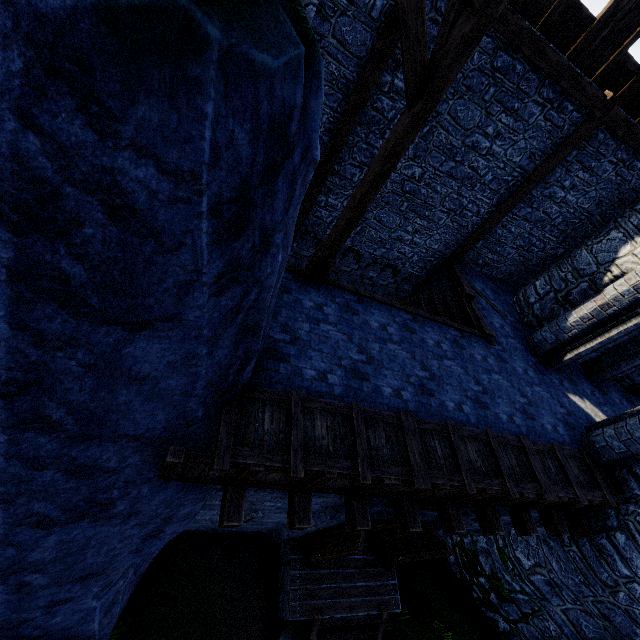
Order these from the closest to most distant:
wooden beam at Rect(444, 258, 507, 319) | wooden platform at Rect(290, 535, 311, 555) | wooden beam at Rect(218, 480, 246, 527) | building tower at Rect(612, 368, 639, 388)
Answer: wooden beam at Rect(218, 480, 246, 527), wooden platform at Rect(290, 535, 311, 555), wooden beam at Rect(444, 258, 507, 319), building tower at Rect(612, 368, 639, 388)

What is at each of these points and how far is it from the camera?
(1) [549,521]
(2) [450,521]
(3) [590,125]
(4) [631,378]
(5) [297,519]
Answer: (1) wooden beam, 6.90m
(2) wooden beam, 5.67m
(3) wooden post, 7.54m
(4) building tower, 10.38m
(5) wooden beam, 4.49m

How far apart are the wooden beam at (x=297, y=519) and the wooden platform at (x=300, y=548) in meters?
4.1

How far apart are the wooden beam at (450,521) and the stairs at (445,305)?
3.51m

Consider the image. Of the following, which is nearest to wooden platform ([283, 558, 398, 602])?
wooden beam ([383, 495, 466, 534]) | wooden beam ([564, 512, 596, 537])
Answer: wooden beam ([383, 495, 466, 534])

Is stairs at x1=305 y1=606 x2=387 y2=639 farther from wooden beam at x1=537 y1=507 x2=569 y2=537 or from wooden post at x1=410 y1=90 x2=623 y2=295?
wooden post at x1=410 y1=90 x2=623 y2=295

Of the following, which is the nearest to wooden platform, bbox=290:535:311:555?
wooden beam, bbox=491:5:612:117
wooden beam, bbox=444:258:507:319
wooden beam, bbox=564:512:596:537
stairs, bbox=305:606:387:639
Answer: stairs, bbox=305:606:387:639

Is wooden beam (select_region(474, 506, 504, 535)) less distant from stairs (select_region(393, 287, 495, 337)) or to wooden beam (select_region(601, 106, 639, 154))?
stairs (select_region(393, 287, 495, 337))
